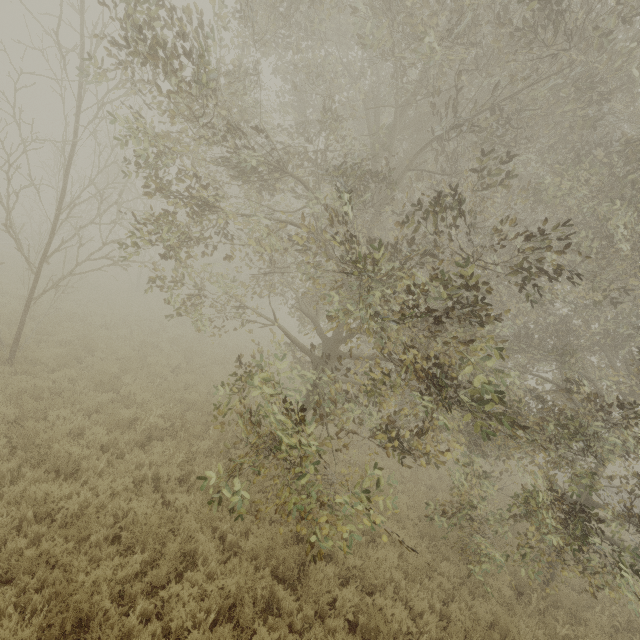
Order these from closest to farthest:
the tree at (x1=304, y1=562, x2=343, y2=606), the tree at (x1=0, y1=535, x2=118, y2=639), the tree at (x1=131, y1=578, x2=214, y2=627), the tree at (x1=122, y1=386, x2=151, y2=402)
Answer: the tree at (x1=0, y1=535, x2=118, y2=639) → the tree at (x1=131, y1=578, x2=214, y2=627) → the tree at (x1=304, y1=562, x2=343, y2=606) → the tree at (x1=122, y1=386, x2=151, y2=402)

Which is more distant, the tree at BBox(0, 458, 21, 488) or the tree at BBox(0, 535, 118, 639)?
the tree at BBox(0, 458, 21, 488)

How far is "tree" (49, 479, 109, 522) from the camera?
5.5 meters

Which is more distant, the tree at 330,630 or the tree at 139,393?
the tree at 139,393

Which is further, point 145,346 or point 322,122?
point 145,346

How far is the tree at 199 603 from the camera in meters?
4.6 m

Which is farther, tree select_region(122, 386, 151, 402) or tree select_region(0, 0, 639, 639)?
tree select_region(122, 386, 151, 402)
